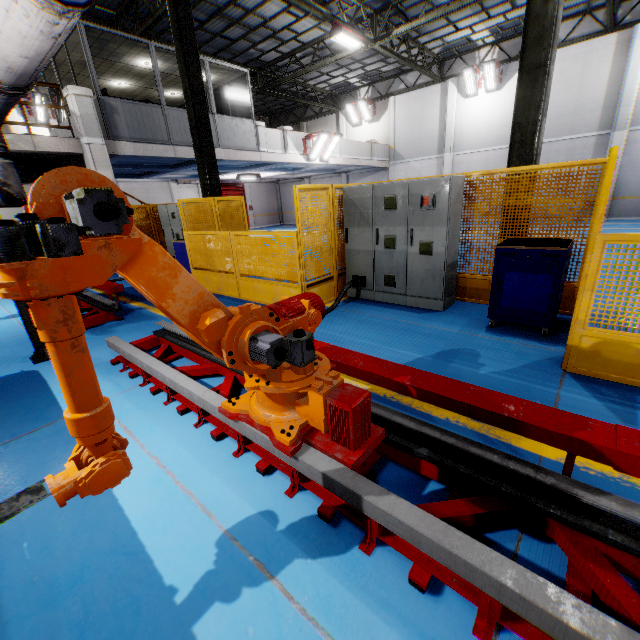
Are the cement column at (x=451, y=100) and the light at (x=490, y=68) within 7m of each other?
yes

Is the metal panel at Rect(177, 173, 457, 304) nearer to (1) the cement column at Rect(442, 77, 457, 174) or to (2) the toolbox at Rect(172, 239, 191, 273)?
(2) the toolbox at Rect(172, 239, 191, 273)

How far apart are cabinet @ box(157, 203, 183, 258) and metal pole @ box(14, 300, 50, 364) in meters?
5.7

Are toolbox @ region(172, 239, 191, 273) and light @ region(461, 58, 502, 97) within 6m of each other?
no

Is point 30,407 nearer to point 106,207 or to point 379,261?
point 106,207

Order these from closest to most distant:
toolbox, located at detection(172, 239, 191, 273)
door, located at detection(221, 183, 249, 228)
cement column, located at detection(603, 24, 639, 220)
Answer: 1. toolbox, located at detection(172, 239, 191, 273)
2. cement column, located at detection(603, 24, 639, 220)
3. door, located at detection(221, 183, 249, 228)

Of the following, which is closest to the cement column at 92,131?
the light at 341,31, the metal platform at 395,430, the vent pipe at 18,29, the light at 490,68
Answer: the vent pipe at 18,29

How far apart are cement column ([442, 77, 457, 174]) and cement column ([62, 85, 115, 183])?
18.1 meters
